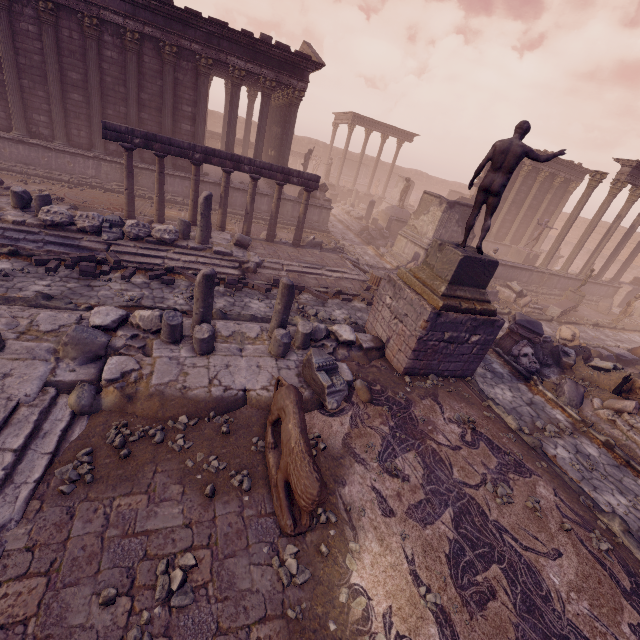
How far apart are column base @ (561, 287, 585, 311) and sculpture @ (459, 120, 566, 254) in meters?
14.3 m

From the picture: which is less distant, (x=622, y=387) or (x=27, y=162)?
(x=622, y=387)

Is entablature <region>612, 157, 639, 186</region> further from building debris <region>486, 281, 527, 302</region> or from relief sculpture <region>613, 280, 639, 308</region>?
building debris <region>486, 281, 527, 302</region>

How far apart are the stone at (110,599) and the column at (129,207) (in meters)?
12.14

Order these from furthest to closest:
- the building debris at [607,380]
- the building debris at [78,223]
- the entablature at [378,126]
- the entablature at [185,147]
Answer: the entablature at [378,126]
the entablature at [185,147]
the building debris at [607,380]
the building debris at [78,223]

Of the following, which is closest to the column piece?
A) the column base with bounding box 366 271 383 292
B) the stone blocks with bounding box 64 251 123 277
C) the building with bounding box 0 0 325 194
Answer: the column base with bounding box 366 271 383 292

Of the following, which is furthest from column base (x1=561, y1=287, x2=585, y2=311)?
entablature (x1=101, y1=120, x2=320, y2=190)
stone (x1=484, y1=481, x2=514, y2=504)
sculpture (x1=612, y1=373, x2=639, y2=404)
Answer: stone (x1=484, y1=481, x2=514, y2=504)

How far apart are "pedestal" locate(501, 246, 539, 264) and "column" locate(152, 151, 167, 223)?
21.7m
